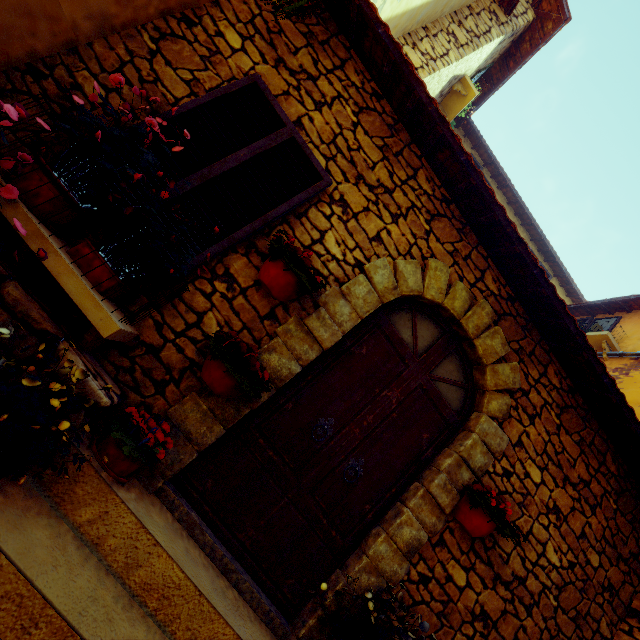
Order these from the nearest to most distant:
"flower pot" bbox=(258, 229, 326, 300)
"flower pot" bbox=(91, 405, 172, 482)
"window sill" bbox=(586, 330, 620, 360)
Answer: "flower pot" bbox=(91, 405, 172, 482) → "flower pot" bbox=(258, 229, 326, 300) → "window sill" bbox=(586, 330, 620, 360)

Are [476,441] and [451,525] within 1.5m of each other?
yes

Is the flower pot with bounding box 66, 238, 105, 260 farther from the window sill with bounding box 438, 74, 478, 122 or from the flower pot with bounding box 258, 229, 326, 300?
the window sill with bounding box 438, 74, 478, 122

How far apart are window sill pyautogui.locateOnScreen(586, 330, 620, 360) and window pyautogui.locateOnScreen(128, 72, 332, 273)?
7.01m

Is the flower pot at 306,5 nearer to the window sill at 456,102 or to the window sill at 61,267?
the window sill at 61,267

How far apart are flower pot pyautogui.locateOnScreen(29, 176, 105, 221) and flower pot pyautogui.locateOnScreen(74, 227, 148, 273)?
0.3m

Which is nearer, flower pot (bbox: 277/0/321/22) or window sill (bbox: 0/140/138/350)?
window sill (bbox: 0/140/138/350)

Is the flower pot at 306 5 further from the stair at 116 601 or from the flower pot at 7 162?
the stair at 116 601
